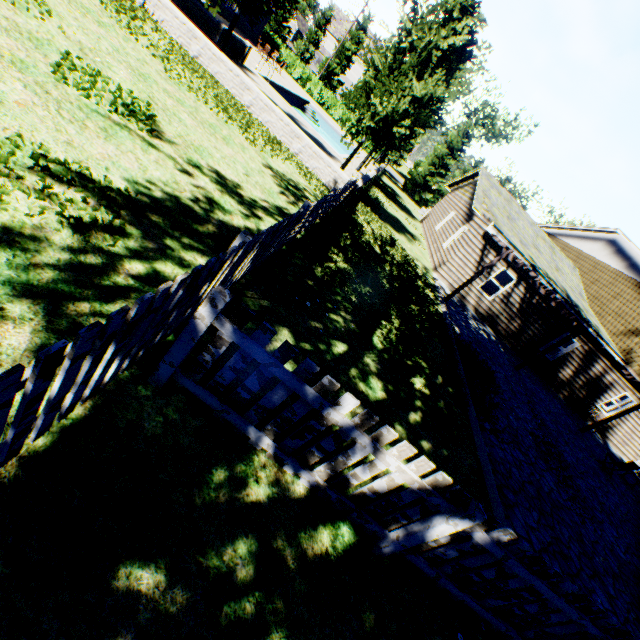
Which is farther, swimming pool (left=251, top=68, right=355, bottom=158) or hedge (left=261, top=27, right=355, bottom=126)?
hedge (left=261, top=27, right=355, bottom=126)

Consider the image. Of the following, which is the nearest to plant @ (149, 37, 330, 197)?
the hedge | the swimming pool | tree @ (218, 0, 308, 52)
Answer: tree @ (218, 0, 308, 52)

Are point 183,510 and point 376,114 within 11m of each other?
no

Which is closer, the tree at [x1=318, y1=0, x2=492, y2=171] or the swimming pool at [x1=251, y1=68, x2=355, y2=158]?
the tree at [x1=318, y1=0, x2=492, y2=171]

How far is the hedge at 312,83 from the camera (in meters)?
37.53

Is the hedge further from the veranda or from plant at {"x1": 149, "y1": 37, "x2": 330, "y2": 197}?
the veranda

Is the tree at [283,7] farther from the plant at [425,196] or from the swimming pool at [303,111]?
the plant at [425,196]

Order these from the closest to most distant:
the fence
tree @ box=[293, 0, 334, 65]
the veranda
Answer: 1. the fence
2. the veranda
3. tree @ box=[293, 0, 334, 65]
